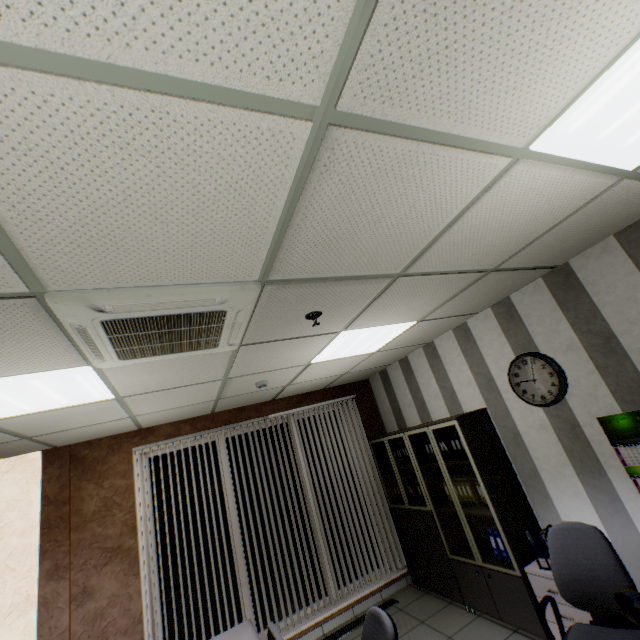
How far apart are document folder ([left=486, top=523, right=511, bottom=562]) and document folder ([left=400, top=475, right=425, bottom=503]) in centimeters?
123cm

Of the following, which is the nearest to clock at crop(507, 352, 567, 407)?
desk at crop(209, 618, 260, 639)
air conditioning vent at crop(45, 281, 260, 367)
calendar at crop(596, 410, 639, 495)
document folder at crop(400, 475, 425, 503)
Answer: calendar at crop(596, 410, 639, 495)

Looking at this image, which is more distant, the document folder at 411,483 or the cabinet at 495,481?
the document folder at 411,483

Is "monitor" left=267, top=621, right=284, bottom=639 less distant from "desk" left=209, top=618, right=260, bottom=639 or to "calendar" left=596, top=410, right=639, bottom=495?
"desk" left=209, top=618, right=260, bottom=639

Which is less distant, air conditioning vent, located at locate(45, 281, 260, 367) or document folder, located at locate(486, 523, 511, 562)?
air conditioning vent, located at locate(45, 281, 260, 367)

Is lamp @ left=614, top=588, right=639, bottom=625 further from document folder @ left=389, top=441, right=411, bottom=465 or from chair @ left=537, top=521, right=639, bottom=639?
document folder @ left=389, top=441, right=411, bottom=465

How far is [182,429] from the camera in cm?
493

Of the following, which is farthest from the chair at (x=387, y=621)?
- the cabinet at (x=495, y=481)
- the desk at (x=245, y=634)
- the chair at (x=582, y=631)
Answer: the cabinet at (x=495, y=481)
